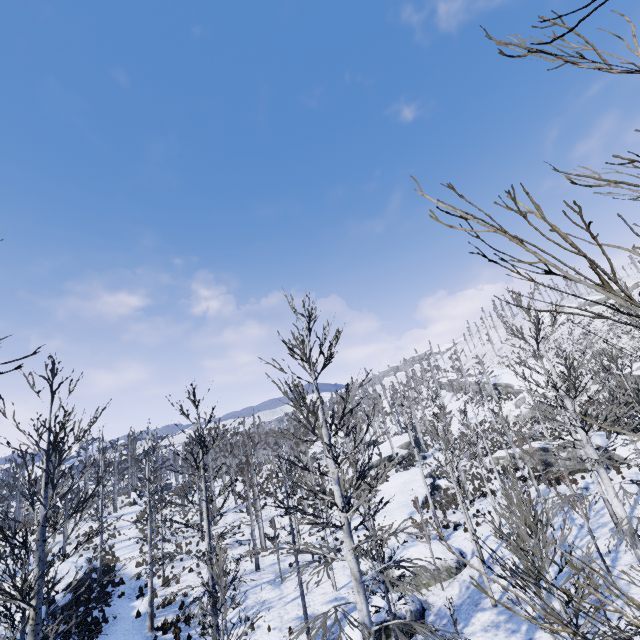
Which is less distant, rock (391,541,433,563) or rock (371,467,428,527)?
rock (391,541,433,563)

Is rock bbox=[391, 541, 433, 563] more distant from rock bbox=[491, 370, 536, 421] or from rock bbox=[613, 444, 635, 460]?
rock bbox=[491, 370, 536, 421]

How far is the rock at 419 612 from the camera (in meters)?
13.27

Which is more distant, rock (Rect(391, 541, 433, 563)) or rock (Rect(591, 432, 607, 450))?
rock (Rect(591, 432, 607, 450))

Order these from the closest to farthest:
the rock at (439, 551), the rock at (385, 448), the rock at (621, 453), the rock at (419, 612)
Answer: the rock at (419, 612)
the rock at (439, 551)
the rock at (621, 453)
the rock at (385, 448)

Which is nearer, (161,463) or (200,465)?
(200,465)

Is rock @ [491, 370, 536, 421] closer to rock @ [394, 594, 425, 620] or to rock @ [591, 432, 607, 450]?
rock @ [591, 432, 607, 450]

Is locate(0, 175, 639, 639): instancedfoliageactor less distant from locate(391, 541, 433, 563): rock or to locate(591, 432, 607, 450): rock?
locate(391, 541, 433, 563): rock
